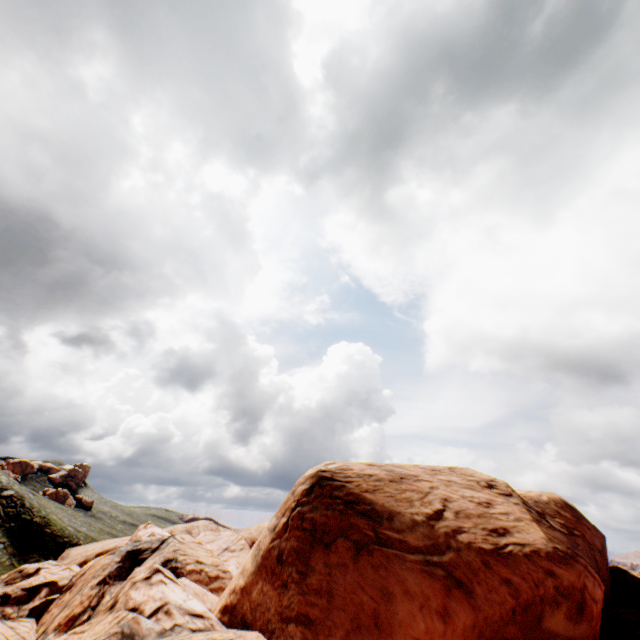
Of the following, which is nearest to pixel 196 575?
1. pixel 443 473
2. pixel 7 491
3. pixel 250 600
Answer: pixel 250 600
